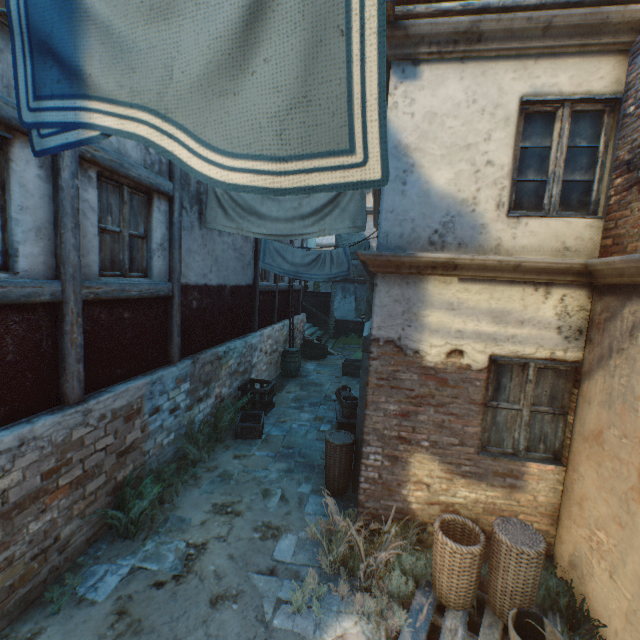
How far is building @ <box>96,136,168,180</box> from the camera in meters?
4.2 m

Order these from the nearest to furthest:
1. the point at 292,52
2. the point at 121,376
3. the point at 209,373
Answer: the point at 292,52 < the point at 121,376 < the point at 209,373

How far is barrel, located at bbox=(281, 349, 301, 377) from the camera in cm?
1177

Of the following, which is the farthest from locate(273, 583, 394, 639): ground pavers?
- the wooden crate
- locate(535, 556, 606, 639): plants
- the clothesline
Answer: the clothesline

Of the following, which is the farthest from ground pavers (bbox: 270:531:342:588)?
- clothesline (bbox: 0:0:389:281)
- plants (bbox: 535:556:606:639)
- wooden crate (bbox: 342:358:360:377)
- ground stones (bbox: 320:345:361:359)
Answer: clothesline (bbox: 0:0:389:281)

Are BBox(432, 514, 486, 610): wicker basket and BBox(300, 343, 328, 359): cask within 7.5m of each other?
no

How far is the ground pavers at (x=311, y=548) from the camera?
3.89m

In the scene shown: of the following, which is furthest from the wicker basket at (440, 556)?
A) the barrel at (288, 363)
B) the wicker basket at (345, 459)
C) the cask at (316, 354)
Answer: the cask at (316, 354)
